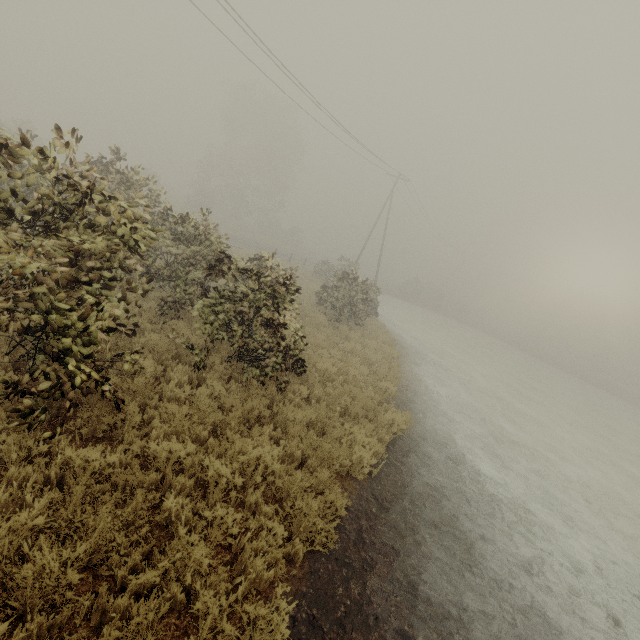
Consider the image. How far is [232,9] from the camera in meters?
12.4 m
